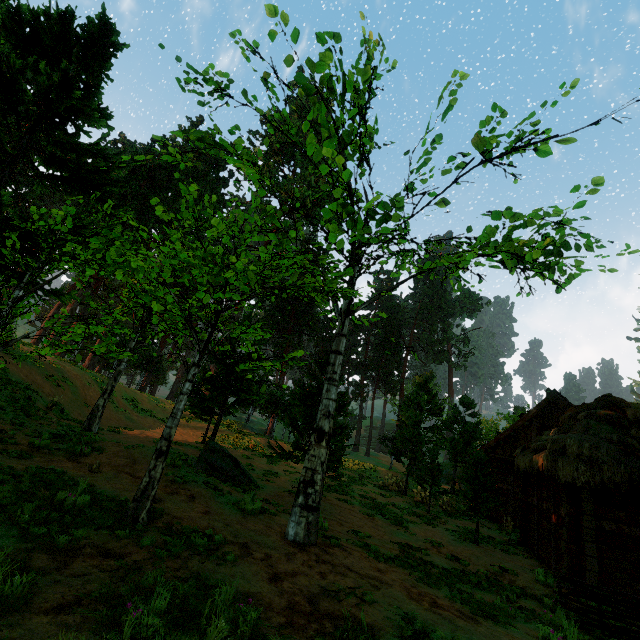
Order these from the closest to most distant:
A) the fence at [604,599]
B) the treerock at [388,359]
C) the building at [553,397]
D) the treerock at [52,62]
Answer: the treerock at [52,62], the fence at [604,599], the building at [553,397], the treerock at [388,359]

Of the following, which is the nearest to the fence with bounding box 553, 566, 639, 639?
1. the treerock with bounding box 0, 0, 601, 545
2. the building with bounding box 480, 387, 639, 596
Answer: the treerock with bounding box 0, 0, 601, 545

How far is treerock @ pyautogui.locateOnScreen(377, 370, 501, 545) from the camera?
13.9m

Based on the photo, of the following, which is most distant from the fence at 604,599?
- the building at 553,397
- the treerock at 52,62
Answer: the building at 553,397

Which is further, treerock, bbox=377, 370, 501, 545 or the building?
treerock, bbox=377, 370, 501, 545

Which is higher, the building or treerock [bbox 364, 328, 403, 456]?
treerock [bbox 364, 328, 403, 456]

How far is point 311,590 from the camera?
5.3 meters
